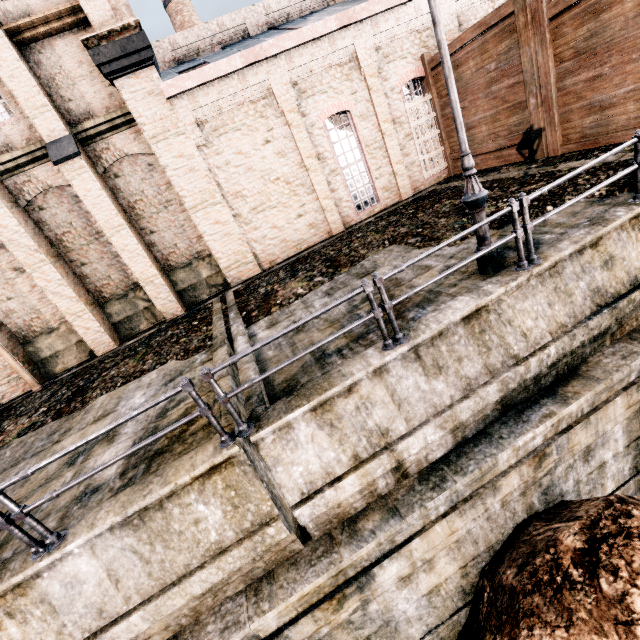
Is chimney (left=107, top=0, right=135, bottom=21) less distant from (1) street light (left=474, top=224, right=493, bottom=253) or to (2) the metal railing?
(1) street light (left=474, top=224, right=493, bottom=253)

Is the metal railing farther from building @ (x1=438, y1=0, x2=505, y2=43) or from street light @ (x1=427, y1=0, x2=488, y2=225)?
building @ (x1=438, y1=0, x2=505, y2=43)

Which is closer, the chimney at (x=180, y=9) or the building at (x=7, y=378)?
the building at (x=7, y=378)

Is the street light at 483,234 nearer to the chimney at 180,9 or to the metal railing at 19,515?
the metal railing at 19,515

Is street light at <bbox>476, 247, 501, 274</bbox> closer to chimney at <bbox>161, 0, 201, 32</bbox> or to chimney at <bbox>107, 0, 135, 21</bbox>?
chimney at <bbox>161, 0, 201, 32</bbox>

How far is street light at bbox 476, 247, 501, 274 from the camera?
6.3 meters

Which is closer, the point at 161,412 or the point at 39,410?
the point at 161,412
